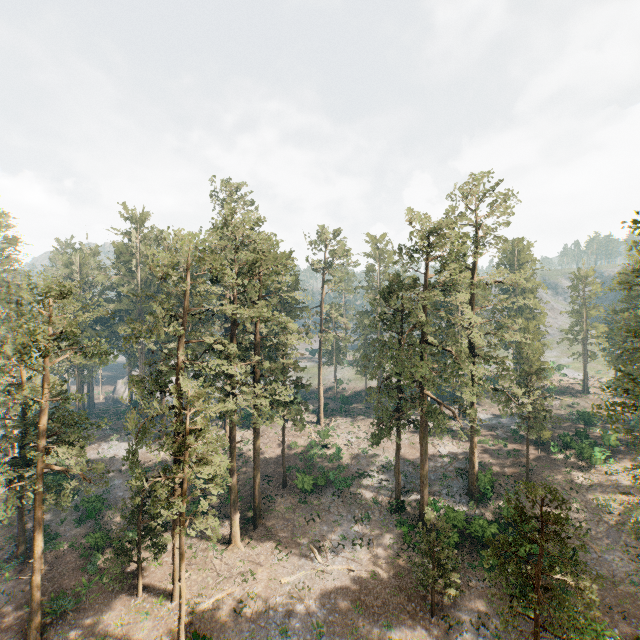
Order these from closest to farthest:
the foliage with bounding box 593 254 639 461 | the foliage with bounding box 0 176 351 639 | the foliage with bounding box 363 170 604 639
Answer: the foliage with bounding box 363 170 604 639, the foliage with bounding box 593 254 639 461, the foliage with bounding box 0 176 351 639

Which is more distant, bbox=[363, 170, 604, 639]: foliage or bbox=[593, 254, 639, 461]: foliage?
bbox=[593, 254, 639, 461]: foliage

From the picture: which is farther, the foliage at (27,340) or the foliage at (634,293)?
the foliage at (27,340)

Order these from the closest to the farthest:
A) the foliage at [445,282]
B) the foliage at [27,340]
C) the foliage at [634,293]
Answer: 1. the foliage at [445,282]
2. the foliage at [634,293]
3. the foliage at [27,340]

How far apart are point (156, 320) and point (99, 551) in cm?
2326
